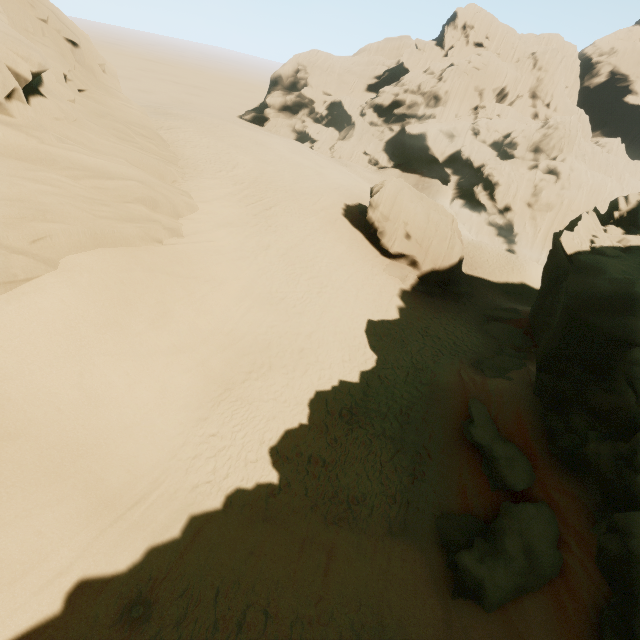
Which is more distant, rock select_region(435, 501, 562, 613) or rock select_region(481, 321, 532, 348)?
rock select_region(481, 321, 532, 348)

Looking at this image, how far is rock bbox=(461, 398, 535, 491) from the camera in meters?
11.3 m

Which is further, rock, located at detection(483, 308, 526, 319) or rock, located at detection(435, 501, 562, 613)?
rock, located at detection(483, 308, 526, 319)

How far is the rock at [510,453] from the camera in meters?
11.3

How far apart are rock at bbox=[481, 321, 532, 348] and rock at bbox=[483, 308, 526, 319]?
0.8m

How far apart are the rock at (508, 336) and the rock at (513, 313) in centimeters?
79cm

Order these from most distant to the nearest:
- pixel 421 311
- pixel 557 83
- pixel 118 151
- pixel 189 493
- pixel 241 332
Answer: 1. pixel 557 83
2. pixel 421 311
3. pixel 118 151
4. pixel 241 332
5. pixel 189 493
